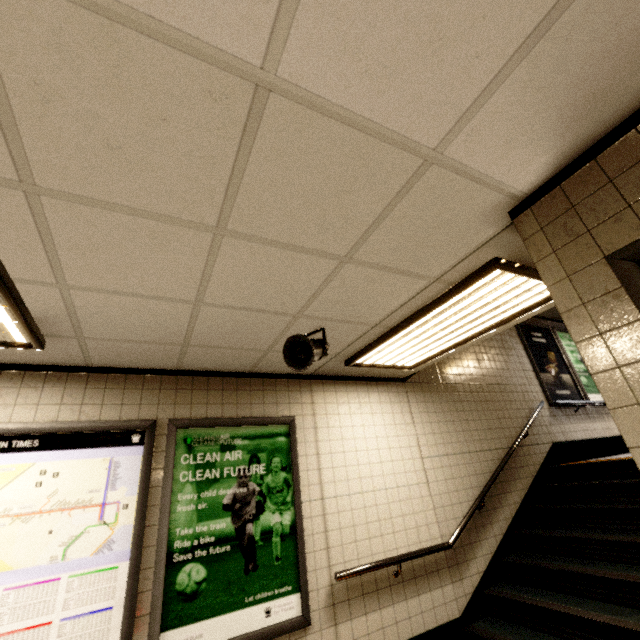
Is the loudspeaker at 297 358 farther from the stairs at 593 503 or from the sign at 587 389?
the sign at 587 389

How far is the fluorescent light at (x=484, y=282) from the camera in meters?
2.3 m

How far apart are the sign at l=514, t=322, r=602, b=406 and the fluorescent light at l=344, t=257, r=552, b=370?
3.68m

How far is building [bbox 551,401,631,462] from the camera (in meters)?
5.80

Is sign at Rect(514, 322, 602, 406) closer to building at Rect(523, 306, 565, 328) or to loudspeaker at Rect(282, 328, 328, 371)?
building at Rect(523, 306, 565, 328)

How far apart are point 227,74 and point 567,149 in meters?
1.5

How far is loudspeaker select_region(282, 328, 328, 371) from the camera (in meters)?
2.53

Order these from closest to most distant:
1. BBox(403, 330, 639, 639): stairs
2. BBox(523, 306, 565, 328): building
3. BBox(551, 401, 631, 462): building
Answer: BBox(403, 330, 639, 639): stairs < BBox(551, 401, 631, 462): building < BBox(523, 306, 565, 328): building
